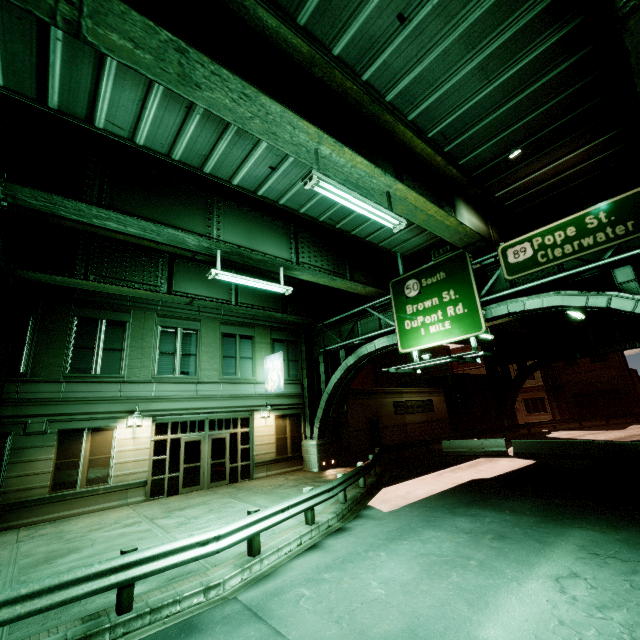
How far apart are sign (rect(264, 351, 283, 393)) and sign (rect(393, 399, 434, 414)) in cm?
1233

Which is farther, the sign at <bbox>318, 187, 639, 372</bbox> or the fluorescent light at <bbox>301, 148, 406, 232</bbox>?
the sign at <bbox>318, 187, 639, 372</bbox>

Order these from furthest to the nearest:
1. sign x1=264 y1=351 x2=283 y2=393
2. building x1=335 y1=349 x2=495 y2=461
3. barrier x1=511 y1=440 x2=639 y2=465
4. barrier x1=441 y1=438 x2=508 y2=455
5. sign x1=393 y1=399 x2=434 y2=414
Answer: sign x1=393 y1=399 x2=434 y2=414
building x1=335 y1=349 x2=495 y2=461
barrier x1=441 y1=438 x2=508 y2=455
sign x1=264 y1=351 x2=283 y2=393
barrier x1=511 y1=440 x2=639 y2=465

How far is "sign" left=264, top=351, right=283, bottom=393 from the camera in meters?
18.7 m

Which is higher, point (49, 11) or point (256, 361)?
point (49, 11)

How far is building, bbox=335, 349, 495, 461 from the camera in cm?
2388

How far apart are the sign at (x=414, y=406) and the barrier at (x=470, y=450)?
4.9 meters

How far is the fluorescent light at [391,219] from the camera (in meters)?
7.07
